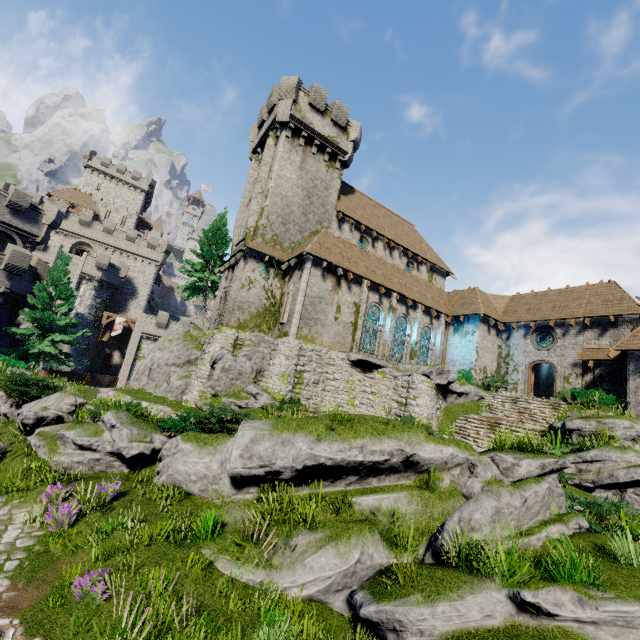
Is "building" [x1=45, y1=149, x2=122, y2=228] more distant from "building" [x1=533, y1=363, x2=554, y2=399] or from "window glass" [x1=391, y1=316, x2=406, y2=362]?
"window glass" [x1=391, y1=316, x2=406, y2=362]

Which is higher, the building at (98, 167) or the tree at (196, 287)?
the building at (98, 167)

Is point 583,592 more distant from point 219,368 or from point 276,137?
point 276,137

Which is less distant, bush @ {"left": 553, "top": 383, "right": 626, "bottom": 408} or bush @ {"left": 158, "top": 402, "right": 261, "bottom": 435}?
bush @ {"left": 158, "top": 402, "right": 261, "bottom": 435}

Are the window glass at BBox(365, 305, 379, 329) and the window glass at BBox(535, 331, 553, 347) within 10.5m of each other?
no

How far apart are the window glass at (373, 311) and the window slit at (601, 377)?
14.43m

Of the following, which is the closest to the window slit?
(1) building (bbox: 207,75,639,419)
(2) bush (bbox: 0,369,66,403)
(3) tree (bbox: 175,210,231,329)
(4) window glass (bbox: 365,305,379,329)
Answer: (1) building (bbox: 207,75,639,419)

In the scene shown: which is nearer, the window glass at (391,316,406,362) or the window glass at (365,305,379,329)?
the window glass at (365,305,379,329)
